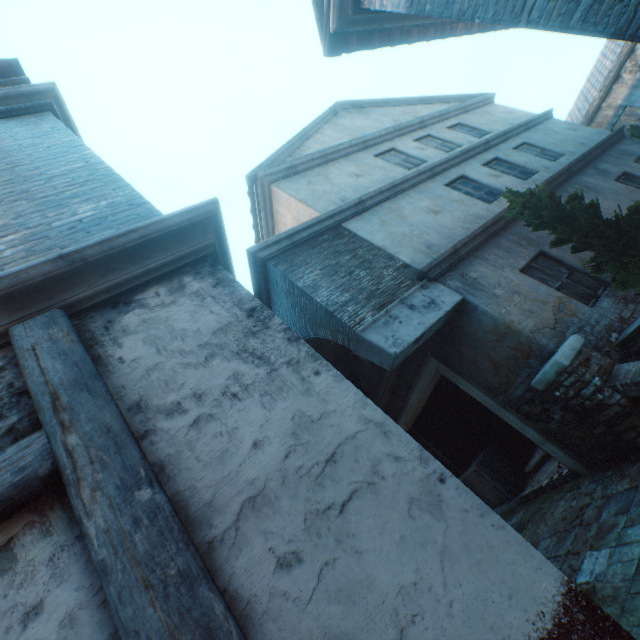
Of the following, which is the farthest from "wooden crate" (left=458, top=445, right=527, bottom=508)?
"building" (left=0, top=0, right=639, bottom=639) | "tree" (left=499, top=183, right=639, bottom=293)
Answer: "tree" (left=499, top=183, right=639, bottom=293)

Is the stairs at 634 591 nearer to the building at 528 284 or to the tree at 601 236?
the building at 528 284

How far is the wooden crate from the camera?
7.6m

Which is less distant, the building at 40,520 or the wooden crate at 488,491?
the building at 40,520

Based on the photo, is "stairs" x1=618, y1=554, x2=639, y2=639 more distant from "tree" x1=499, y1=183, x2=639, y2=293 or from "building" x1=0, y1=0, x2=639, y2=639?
"tree" x1=499, y1=183, x2=639, y2=293

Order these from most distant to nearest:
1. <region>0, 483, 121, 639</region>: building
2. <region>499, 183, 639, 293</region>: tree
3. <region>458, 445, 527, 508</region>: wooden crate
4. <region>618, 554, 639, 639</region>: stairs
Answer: <region>458, 445, 527, 508</region>: wooden crate → <region>499, 183, 639, 293</region>: tree → <region>618, 554, 639, 639</region>: stairs → <region>0, 483, 121, 639</region>: building

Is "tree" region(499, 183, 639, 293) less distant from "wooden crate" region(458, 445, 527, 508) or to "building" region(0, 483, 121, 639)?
"wooden crate" region(458, 445, 527, 508)

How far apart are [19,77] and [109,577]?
5.79m
